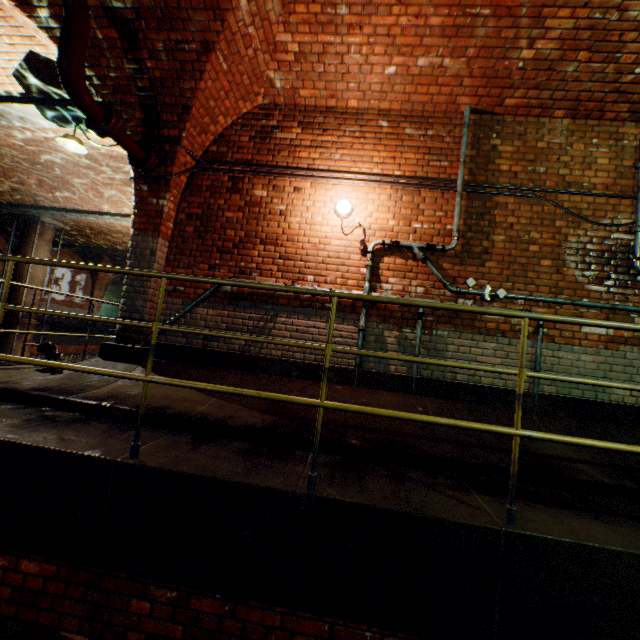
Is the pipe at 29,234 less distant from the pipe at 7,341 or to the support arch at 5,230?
the pipe at 7,341

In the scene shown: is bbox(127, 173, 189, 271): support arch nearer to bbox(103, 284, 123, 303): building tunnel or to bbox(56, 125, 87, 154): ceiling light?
bbox(56, 125, 87, 154): ceiling light

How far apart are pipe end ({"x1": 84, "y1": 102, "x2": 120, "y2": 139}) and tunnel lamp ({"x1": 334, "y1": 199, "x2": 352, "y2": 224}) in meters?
2.8 m

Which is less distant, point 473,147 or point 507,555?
point 507,555

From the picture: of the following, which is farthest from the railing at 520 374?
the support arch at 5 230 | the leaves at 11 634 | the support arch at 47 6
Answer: the support arch at 5 230

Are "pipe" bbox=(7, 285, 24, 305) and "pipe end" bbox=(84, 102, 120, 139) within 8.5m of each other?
no

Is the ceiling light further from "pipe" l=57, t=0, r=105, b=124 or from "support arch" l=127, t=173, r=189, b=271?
"pipe" l=57, t=0, r=105, b=124

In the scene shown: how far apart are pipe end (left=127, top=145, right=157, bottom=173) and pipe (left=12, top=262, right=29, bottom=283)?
12.5m
